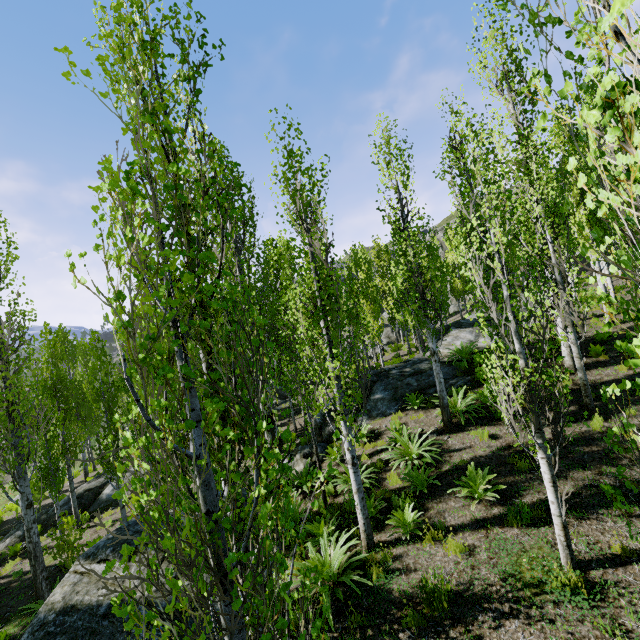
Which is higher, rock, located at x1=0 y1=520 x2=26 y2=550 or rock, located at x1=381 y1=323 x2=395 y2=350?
A: rock, located at x1=381 y1=323 x2=395 y2=350

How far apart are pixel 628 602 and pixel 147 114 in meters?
8.3 m

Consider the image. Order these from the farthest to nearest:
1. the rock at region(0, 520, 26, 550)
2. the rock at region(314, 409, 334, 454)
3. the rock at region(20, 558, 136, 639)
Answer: the rock at region(0, 520, 26, 550) → the rock at region(314, 409, 334, 454) → the rock at region(20, 558, 136, 639)

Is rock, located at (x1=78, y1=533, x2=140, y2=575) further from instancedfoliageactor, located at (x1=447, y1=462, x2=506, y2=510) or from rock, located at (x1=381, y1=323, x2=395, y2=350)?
rock, located at (x1=381, y1=323, x2=395, y2=350)

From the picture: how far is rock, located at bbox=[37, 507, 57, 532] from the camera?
15.37m

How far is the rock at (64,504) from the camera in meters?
15.8

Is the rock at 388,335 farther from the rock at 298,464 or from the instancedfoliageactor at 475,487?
the rock at 298,464

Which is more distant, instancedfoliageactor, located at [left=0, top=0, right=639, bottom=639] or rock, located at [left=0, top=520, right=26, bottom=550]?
rock, located at [left=0, top=520, right=26, bottom=550]
